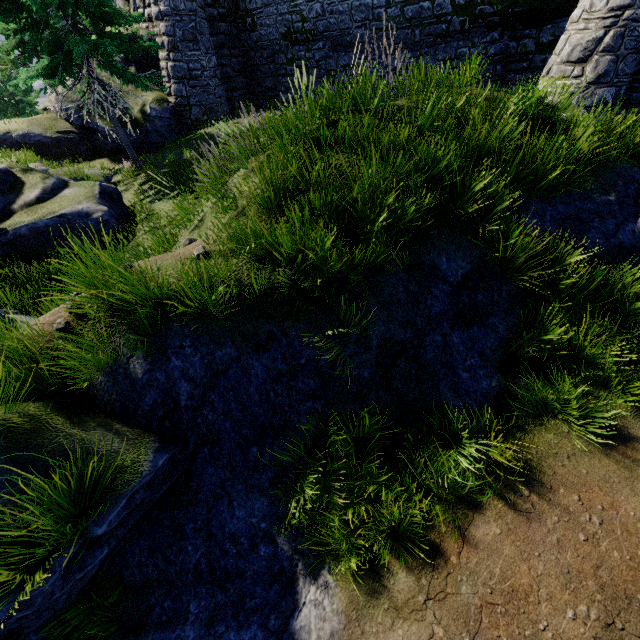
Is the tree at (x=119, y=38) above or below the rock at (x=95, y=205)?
above

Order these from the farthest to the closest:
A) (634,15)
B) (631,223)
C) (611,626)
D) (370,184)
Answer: (634,15)
(631,223)
(370,184)
(611,626)

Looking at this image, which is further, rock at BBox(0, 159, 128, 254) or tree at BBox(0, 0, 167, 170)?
tree at BBox(0, 0, 167, 170)

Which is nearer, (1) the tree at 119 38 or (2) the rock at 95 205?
(2) the rock at 95 205

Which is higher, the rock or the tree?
the tree
